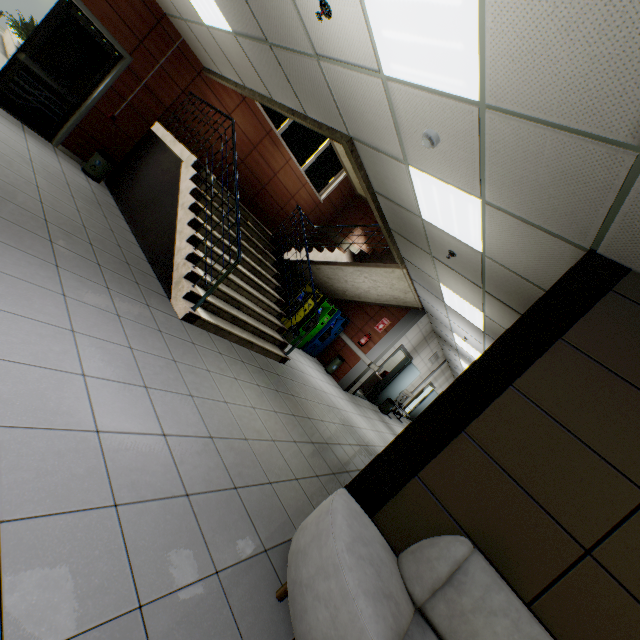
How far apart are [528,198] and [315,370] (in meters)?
6.65

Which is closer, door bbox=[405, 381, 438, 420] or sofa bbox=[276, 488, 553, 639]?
sofa bbox=[276, 488, 553, 639]

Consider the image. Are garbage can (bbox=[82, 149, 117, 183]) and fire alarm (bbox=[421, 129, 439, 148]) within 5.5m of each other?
no

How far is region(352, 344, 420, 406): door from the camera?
10.0m

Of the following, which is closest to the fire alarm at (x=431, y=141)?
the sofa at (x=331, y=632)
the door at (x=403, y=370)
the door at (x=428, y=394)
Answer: the sofa at (x=331, y=632)

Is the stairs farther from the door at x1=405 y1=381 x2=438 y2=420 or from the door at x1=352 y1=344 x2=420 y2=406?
the door at x1=405 y1=381 x2=438 y2=420

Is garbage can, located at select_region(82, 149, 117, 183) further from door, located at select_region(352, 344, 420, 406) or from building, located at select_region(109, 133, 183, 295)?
door, located at select_region(352, 344, 420, 406)

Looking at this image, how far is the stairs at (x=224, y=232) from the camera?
4.8m
